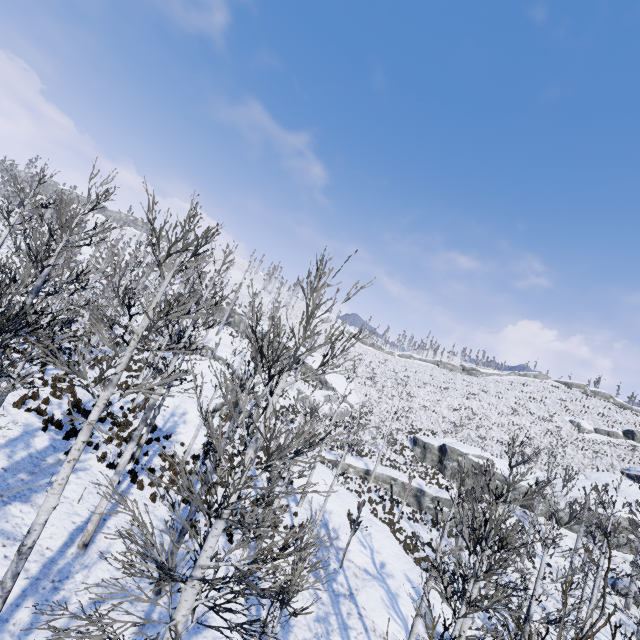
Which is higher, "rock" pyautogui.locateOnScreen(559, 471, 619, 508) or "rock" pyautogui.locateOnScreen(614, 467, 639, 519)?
"rock" pyautogui.locateOnScreen(614, 467, 639, 519)

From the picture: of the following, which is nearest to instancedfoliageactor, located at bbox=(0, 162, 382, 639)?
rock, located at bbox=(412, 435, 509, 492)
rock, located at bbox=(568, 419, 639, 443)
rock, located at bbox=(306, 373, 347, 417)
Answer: rock, located at bbox=(412, 435, 509, 492)

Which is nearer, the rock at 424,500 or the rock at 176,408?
the rock at 176,408

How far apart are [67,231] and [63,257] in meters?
46.7

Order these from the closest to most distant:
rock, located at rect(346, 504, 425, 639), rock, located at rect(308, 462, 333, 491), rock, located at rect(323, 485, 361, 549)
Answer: rock, located at rect(346, 504, 425, 639)
rock, located at rect(323, 485, 361, 549)
rock, located at rect(308, 462, 333, 491)

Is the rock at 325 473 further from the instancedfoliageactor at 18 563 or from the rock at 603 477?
the rock at 603 477

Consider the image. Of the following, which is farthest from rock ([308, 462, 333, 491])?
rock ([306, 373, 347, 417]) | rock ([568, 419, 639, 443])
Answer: rock ([568, 419, 639, 443])

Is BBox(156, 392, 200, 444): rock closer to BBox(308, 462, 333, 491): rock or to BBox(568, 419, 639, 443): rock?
BBox(308, 462, 333, 491): rock
